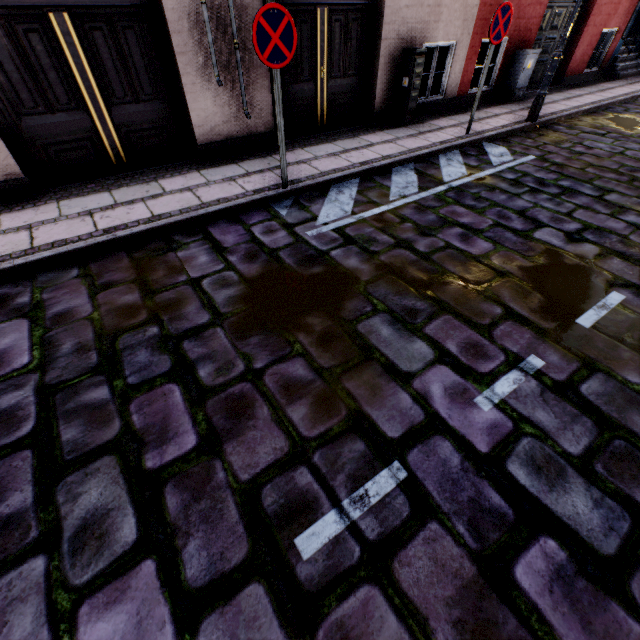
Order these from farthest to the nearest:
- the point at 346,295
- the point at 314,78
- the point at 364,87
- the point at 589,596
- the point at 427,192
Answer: the point at 364,87, the point at 314,78, the point at 427,192, the point at 346,295, the point at 589,596

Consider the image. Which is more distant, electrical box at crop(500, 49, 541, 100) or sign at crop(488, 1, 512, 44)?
electrical box at crop(500, 49, 541, 100)

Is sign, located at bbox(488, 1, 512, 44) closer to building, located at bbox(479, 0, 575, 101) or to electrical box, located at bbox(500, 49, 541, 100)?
building, located at bbox(479, 0, 575, 101)

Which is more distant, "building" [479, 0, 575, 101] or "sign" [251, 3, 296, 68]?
"building" [479, 0, 575, 101]

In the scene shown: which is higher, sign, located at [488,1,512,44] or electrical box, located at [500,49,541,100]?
sign, located at [488,1,512,44]

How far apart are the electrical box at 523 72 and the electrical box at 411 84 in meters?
3.8 m

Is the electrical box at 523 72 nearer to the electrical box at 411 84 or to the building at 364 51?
the building at 364 51

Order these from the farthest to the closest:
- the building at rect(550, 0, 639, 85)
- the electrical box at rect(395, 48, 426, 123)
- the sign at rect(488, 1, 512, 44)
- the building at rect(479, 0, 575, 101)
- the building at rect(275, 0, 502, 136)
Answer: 1. the building at rect(550, 0, 639, 85)
2. the building at rect(479, 0, 575, 101)
3. the electrical box at rect(395, 48, 426, 123)
4. the building at rect(275, 0, 502, 136)
5. the sign at rect(488, 1, 512, 44)
